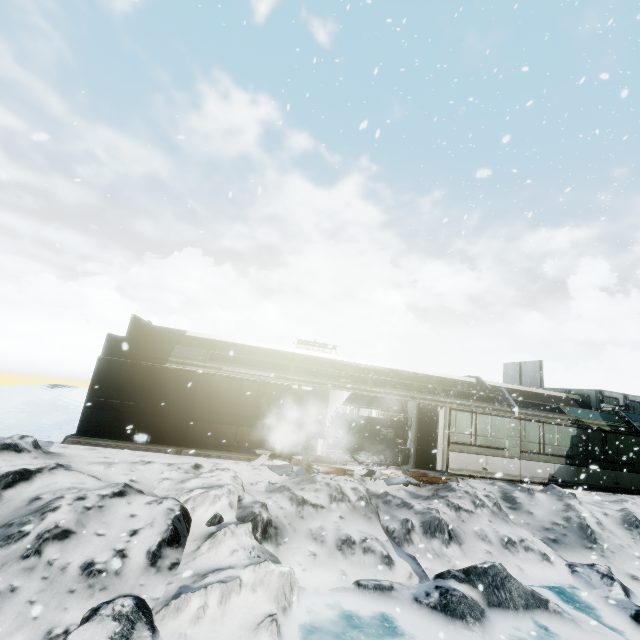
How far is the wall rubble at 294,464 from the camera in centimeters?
1086cm

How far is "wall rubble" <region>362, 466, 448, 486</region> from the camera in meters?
11.3 m

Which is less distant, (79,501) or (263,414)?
(79,501)

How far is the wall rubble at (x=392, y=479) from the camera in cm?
1127

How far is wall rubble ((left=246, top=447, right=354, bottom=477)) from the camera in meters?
10.9
